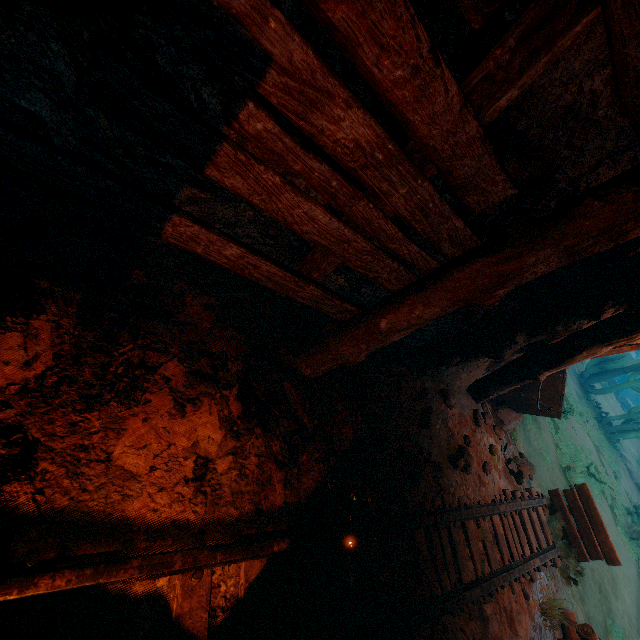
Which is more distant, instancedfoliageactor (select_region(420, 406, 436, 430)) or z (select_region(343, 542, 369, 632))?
instancedfoliageactor (select_region(420, 406, 436, 430))

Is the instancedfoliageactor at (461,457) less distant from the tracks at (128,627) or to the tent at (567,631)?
the tracks at (128,627)

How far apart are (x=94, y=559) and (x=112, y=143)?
2.4 meters

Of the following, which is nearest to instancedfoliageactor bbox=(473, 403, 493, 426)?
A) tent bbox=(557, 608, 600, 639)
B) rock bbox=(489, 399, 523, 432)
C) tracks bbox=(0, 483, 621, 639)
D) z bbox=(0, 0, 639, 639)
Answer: z bbox=(0, 0, 639, 639)

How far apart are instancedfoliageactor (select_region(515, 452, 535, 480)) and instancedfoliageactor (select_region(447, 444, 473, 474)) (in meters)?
2.54

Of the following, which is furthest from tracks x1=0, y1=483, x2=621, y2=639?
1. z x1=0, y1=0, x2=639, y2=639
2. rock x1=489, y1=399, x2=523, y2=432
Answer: rock x1=489, y1=399, x2=523, y2=432

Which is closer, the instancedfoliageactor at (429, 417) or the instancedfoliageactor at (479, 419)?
the instancedfoliageactor at (429, 417)

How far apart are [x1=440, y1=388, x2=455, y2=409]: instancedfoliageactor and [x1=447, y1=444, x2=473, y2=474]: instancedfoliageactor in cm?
53
